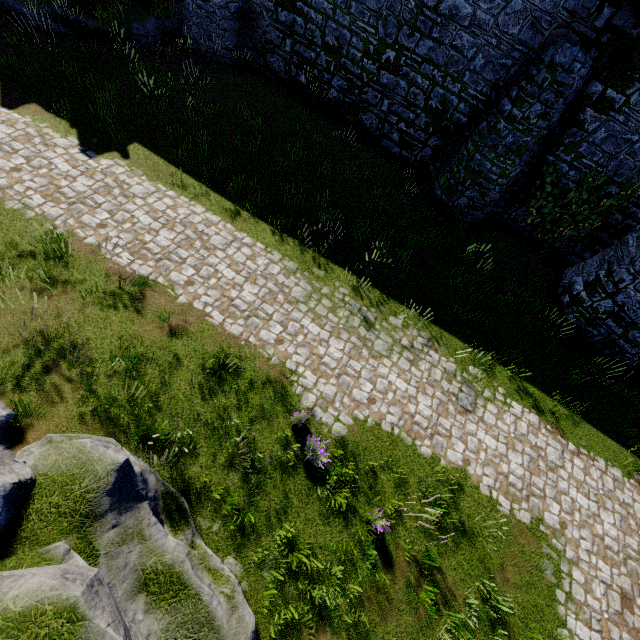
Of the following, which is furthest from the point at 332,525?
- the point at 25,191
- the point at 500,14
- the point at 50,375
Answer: the point at 500,14
